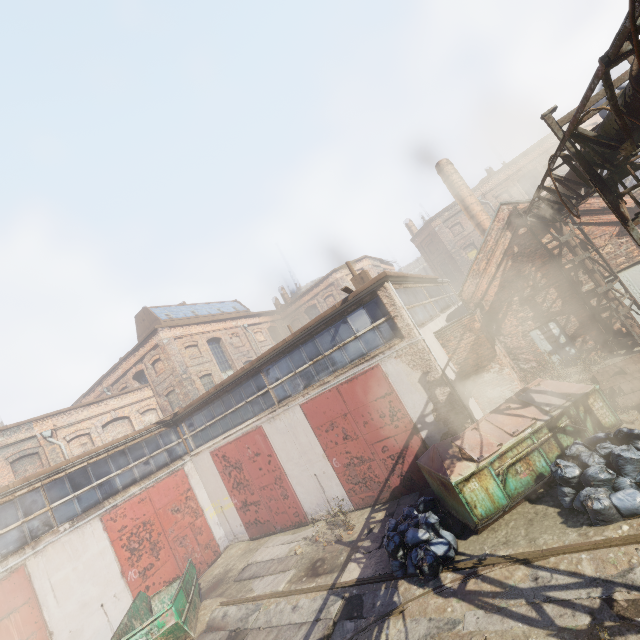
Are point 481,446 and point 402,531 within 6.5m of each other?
yes

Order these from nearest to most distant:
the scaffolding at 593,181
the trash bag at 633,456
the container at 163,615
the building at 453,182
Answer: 1. the scaffolding at 593,181
2. the trash bag at 633,456
3. the container at 163,615
4. the building at 453,182

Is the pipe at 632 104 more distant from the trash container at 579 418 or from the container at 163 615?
the container at 163 615

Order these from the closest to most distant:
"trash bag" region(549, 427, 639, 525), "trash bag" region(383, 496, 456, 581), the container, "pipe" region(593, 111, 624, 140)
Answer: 1. "pipe" region(593, 111, 624, 140)
2. "trash bag" region(549, 427, 639, 525)
3. "trash bag" region(383, 496, 456, 581)
4. the container

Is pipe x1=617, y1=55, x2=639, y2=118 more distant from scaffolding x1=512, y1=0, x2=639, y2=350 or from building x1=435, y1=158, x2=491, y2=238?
building x1=435, y1=158, x2=491, y2=238

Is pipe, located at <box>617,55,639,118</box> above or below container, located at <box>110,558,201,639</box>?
above

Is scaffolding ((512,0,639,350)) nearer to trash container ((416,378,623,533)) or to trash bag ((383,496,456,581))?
trash container ((416,378,623,533))

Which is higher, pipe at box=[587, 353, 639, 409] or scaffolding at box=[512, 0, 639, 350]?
scaffolding at box=[512, 0, 639, 350]
